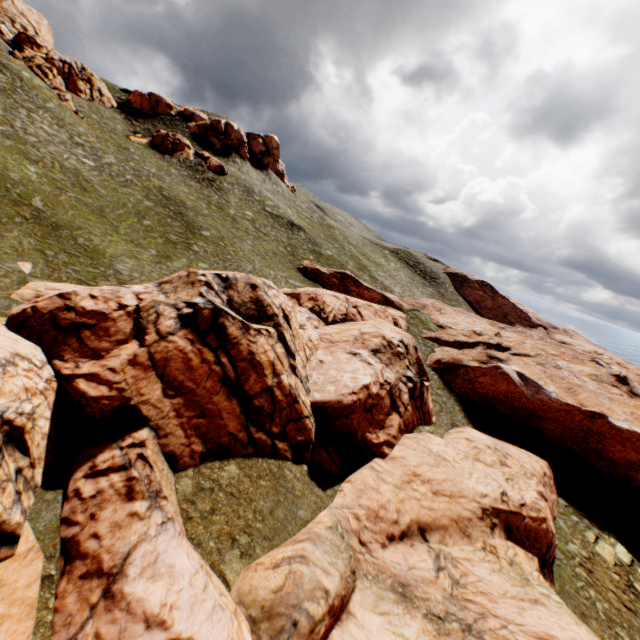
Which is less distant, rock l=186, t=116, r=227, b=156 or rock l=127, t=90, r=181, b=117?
rock l=186, t=116, r=227, b=156

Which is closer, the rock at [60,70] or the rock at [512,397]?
the rock at [512,397]

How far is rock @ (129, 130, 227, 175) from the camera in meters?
51.3 m

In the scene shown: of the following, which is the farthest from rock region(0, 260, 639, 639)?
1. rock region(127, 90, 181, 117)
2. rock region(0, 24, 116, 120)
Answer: rock region(0, 24, 116, 120)

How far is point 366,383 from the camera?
22.6 meters

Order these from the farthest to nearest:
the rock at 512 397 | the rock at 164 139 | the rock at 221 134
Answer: the rock at 221 134, the rock at 164 139, the rock at 512 397

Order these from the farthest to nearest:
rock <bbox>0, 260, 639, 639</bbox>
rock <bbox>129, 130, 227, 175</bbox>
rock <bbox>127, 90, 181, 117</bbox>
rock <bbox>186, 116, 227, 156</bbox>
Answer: rock <bbox>127, 90, 181, 117</bbox> → rock <bbox>186, 116, 227, 156</bbox> → rock <bbox>129, 130, 227, 175</bbox> → rock <bbox>0, 260, 639, 639</bbox>

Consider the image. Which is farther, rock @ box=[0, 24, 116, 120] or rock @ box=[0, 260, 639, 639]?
rock @ box=[0, 24, 116, 120]
